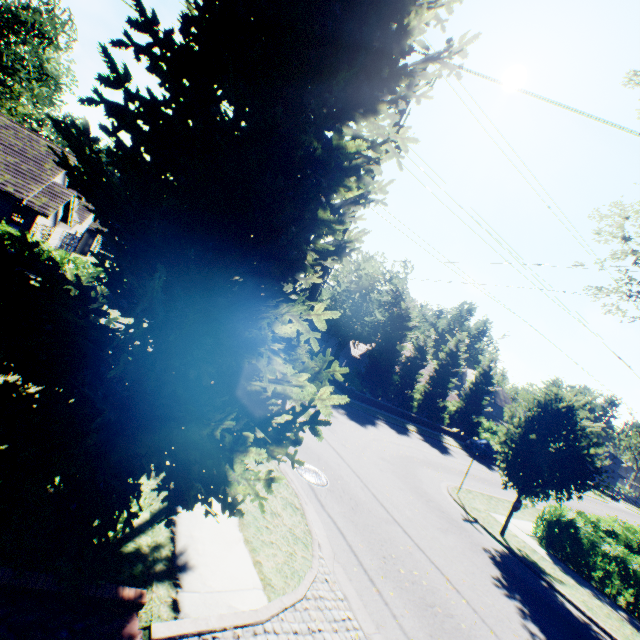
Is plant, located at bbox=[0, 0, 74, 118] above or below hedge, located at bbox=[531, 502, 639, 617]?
above

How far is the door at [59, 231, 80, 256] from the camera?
30.3 meters

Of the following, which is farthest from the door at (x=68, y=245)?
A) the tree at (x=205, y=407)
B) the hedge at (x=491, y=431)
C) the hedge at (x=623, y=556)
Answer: the hedge at (x=623, y=556)

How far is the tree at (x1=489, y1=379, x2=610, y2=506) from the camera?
11.2m

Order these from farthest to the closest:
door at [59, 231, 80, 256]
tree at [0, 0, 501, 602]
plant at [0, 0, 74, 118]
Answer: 1. plant at [0, 0, 74, 118]
2. door at [59, 231, 80, 256]
3. tree at [0, 0, 501, 602]

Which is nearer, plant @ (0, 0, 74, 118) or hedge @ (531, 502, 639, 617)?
hedge @ (531, 502, 639, 617)

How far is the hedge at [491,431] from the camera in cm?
3869

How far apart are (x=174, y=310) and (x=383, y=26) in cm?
431
